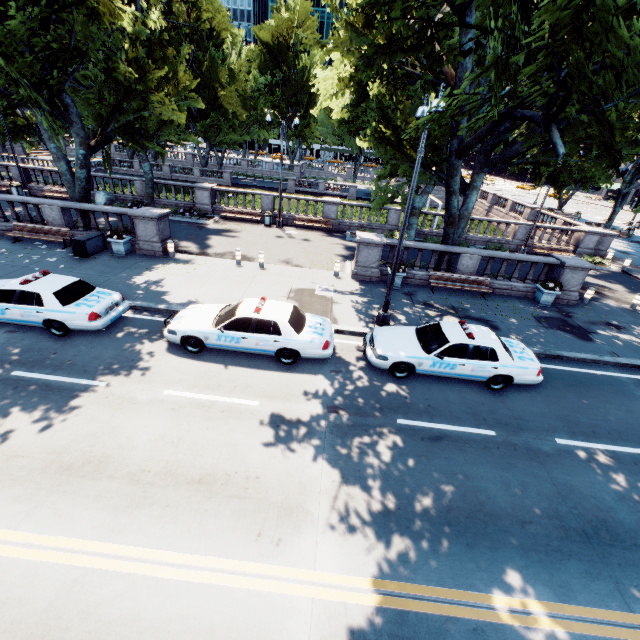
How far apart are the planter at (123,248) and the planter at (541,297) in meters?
20.4

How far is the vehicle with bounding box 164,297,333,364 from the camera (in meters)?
9.57

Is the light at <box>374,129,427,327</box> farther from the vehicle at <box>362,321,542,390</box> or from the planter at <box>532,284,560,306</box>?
the planter at <box>532,284,560,306</box>

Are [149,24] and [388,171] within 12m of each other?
no

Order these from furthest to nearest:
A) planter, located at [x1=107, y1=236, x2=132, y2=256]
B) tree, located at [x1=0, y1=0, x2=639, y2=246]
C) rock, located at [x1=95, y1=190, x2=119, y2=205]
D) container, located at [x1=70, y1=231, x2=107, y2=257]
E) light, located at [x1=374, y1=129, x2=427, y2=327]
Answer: rock, located at [x1=95, y1=190, x2=119, y2=205] → planter, located at [x1=107, y1=236, x2=132, y2=256] → container, located at [x1=70, y1=231, x2=107, y2=257] → light, located at [x1=374, y1=129, x2=427, y2=327] → tree, located at [x1=0, y1=0, x2=639, y2=246]

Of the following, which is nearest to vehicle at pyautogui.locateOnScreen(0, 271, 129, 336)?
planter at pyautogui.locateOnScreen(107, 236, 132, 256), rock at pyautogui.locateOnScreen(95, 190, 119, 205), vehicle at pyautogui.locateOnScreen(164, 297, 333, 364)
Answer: vehicle at pyautogui.locateOnScreen(164, 297, 333, 364)

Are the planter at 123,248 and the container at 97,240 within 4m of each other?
yes

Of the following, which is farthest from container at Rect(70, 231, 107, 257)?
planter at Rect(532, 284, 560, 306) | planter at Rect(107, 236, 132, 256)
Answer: planter at Rect(532, 284, 560, 306)
